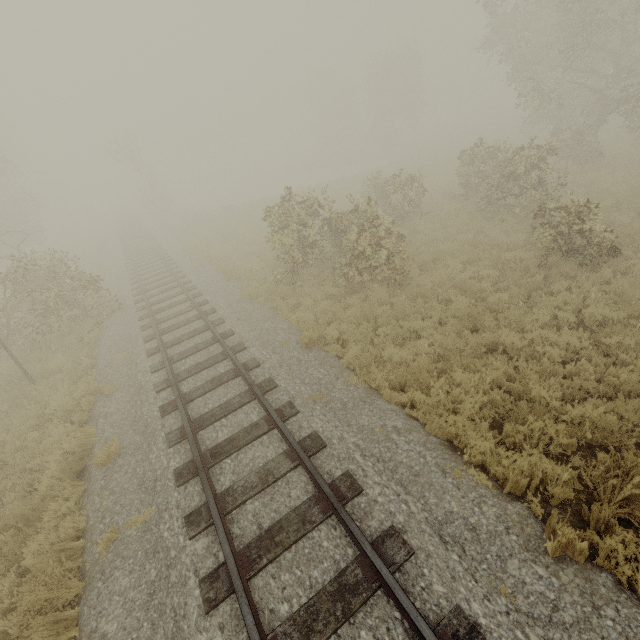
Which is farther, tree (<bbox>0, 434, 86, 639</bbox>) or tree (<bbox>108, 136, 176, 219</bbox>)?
tree (<bbox>108, 136, 176, 219</bbox>)

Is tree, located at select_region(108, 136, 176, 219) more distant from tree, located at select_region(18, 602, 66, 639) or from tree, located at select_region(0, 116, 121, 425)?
tree, located at select_region(18, 602, 66, 639)

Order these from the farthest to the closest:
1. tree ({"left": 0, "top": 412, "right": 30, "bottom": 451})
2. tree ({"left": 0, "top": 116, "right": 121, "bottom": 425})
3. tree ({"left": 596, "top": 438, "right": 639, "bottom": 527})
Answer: tree ({"left": 0, "top": 116, "right": 121, "bottom": 425})
tree ({"left": 0, "top": 412, "right": 30, "bottom": 451})
tree ({"left": 596, "top": 438, "right": 639, "bottom": 527})

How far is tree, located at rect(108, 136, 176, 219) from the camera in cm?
3328

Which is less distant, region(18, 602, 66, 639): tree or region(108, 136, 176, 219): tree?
region(18, 602, 66, 639): tree

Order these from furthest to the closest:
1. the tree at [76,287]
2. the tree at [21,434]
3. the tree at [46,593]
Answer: the tree at [76,287] < the tree at [21,434] < the tree at [46,593]

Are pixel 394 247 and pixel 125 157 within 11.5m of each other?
no

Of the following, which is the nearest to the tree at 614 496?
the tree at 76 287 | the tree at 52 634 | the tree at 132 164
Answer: the tree at 52 634
